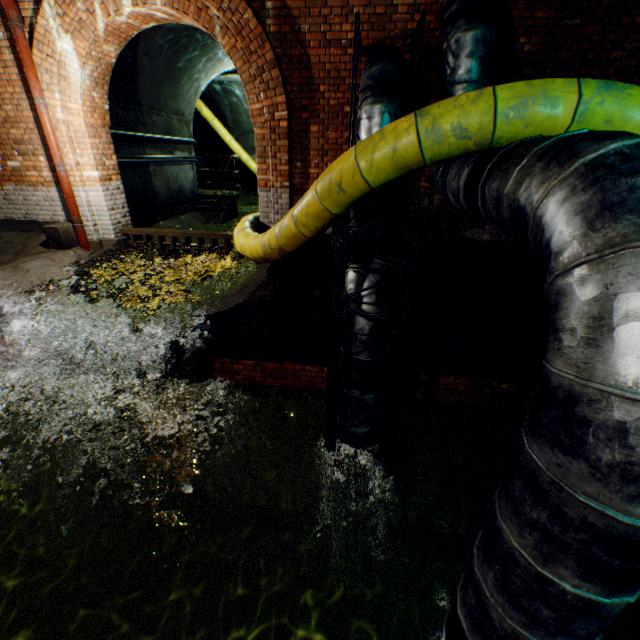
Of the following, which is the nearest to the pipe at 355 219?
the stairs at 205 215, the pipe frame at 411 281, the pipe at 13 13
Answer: the pipe frame at 411 281

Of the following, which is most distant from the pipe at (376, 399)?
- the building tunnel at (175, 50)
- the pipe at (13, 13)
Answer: the pipe at (13, 13)

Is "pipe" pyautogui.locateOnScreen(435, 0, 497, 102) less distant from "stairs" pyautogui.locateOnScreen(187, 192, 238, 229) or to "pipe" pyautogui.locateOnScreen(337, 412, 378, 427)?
"pipe" pyautogui.locateOnScreen(337, 412, 378, 427)

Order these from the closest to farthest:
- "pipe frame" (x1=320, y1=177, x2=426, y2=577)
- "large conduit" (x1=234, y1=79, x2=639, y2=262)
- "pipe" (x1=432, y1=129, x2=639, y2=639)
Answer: "pipe" (x1=432, y1=129, x2=639, y2=639)
"large conduit" (x1=234, y1=79, x2=639, y2=262)
"pipe frame" (x1=320, y1=177, x2=426, y2=577)

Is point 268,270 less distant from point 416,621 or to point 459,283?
point 459,283

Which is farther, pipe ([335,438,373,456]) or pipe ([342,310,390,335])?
pipe ([335,438,373,456])

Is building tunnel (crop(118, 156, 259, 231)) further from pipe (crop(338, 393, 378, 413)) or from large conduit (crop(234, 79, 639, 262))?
pipe (crop(338, 393, 378, 413))

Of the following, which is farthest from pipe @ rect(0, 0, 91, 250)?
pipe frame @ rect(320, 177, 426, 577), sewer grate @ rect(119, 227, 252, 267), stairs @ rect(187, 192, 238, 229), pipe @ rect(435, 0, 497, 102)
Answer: pipe @ rect(435, 0, 497, 102)
